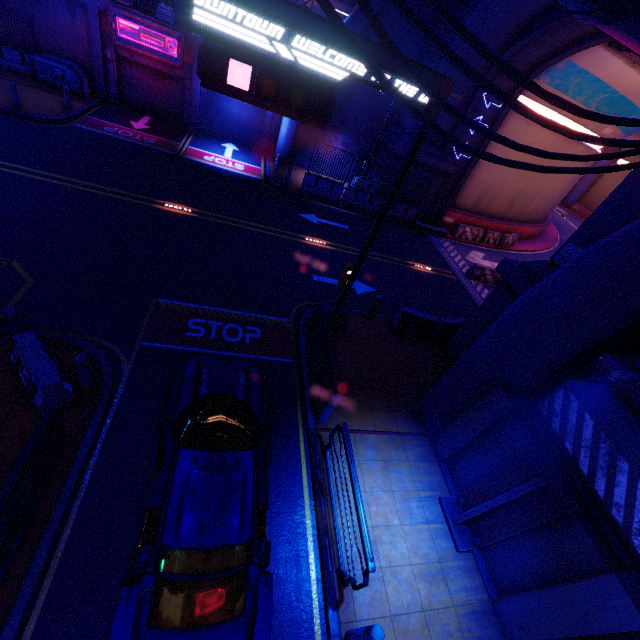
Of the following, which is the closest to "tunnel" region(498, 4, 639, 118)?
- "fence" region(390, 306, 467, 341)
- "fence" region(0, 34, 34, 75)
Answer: "fence" region(390, 306, 467, 341)

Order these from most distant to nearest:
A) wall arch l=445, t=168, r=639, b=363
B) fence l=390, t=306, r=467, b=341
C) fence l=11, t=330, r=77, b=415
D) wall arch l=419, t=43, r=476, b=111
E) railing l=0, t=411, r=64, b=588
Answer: wall arch l=419, t=43, r=476, b=111, fence l=390, t=306, r=467, b=341, wall arch l=445, t=168, r=639, b=363, fence l=11, t=330, r=77, b=415, railing l=0, t=411, r=64, b=588

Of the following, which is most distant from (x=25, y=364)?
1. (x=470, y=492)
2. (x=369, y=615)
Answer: (x=470, y=492)

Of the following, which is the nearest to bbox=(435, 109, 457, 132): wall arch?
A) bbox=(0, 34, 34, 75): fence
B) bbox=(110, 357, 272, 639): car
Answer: bbox=(110, 357, 272, 639): car

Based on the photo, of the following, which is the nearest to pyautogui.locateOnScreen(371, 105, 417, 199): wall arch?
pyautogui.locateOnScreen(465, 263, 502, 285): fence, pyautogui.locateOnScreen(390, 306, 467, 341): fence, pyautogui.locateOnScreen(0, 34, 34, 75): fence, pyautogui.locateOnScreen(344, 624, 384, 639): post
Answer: pyautogui.locateOnScreen(390, 306, 467, 341): fence

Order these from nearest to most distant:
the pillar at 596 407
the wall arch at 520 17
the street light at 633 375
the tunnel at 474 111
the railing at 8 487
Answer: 1. the street light at 633 375
2. the railing at 8 487
3. the pillar at 596 407
4. the wall arch at 520 17
5. the tunnel at 474 111

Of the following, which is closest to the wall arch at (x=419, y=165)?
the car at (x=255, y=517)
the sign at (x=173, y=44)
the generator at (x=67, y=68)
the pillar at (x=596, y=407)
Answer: the pillar at (x=596, y=407)

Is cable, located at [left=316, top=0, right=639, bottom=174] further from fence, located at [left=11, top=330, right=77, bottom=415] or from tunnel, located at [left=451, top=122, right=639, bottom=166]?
fence, located at [left=11, top=330, right=77, bottom=415]
